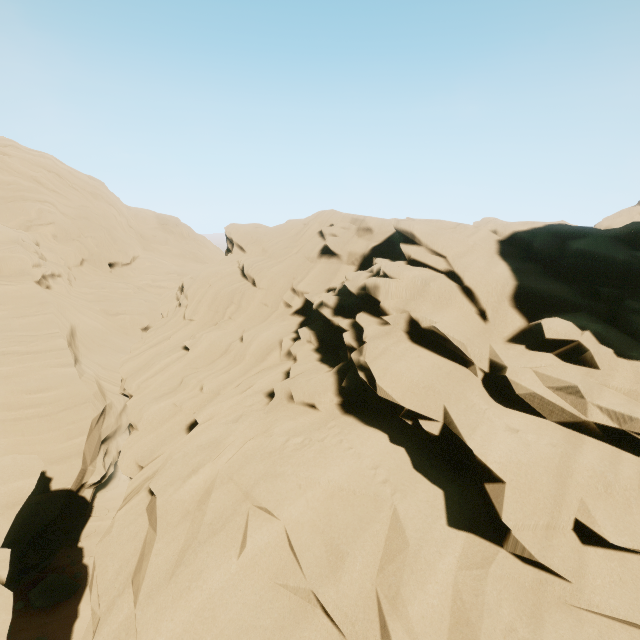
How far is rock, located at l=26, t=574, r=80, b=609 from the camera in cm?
1396

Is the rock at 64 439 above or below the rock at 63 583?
above

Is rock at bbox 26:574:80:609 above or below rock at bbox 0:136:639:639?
below

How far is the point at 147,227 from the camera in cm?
4356

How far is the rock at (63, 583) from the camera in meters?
14.0 m

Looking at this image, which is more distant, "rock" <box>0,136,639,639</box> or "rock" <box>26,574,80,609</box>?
"rock" <box>26,574,80,609</box>
